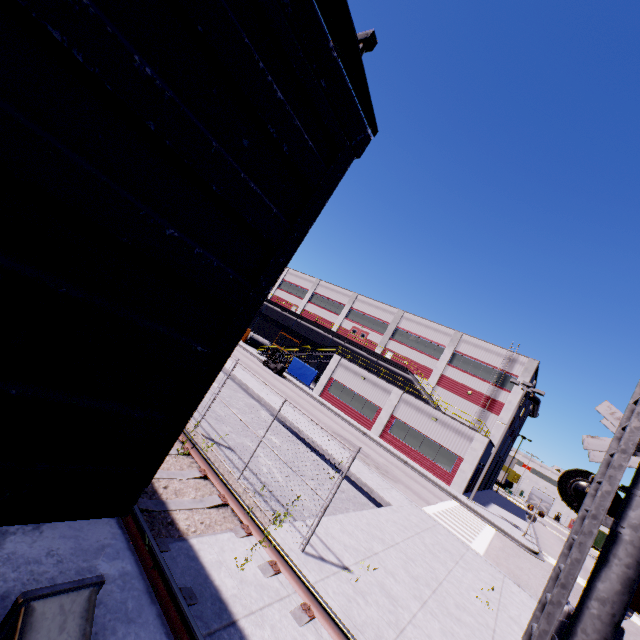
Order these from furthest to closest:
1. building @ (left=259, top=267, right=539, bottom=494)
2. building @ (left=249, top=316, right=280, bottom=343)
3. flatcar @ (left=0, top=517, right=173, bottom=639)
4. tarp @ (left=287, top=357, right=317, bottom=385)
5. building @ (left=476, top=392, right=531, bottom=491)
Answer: building @ (left=249, top=316, right=280, bottom=343) → building @ (left=476, top=392, right=531, bottom=491) → tarp @ (left=287, top=357, right=317, bottom=385) → building @ (left=259, top=267, right=539, bottom=494) → flatcar @ (left=0, top=517, right=173, bottom=639)

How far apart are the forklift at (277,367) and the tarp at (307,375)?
3.3 meters

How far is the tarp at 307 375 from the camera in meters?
36.7 m

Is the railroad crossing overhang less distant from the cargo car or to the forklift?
the cargo car

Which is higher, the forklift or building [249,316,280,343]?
building [249,316,280,343]

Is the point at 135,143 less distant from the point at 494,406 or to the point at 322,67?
the point at 322,67

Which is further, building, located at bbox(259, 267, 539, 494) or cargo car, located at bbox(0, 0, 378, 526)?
building, located at bbox(259, 267, 539, 494)

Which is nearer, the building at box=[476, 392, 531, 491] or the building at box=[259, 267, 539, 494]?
the building at box=[259, 267, 539, 494]
